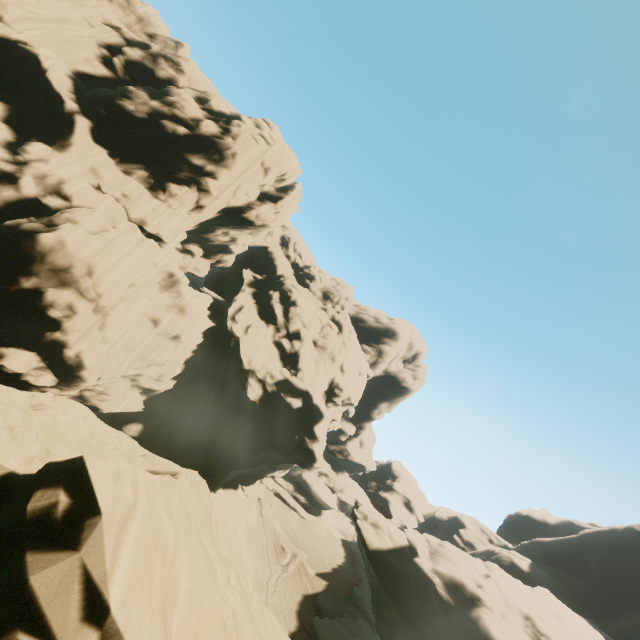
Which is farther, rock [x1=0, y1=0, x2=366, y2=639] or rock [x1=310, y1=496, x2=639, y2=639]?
rock [x1=310, y1=496, x2=639, y2=639]

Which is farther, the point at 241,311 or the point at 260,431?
the point at 241,311

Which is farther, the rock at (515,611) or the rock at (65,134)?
the rock at (515,611)
